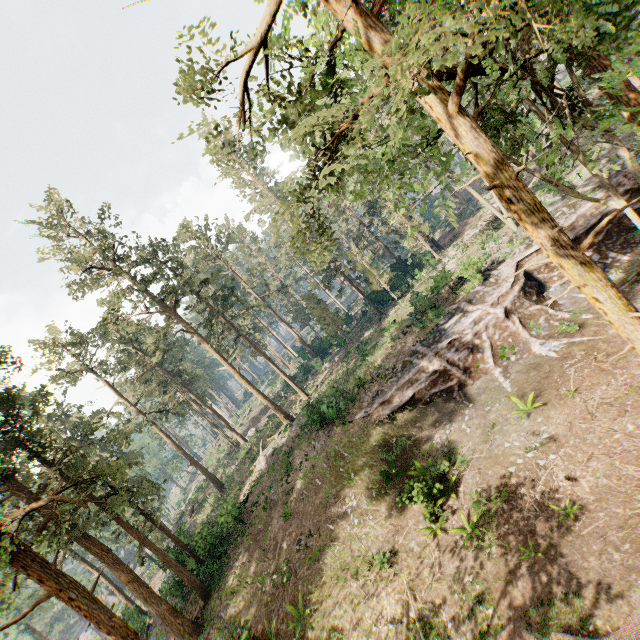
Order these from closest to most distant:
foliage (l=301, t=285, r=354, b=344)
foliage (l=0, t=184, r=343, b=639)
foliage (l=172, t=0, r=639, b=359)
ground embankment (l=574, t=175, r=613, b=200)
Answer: foliage (l=172, t=0, r=639, b=359) → foliage (l=0, t=184, r=343, b=639) → ground embankment (l=574, t=175, r=613, b=200) → foliage (l=301, t=285, r=354, b=344)

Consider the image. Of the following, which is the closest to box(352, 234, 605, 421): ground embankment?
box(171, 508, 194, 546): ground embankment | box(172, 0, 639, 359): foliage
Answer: box(172, 0, 639, 359): foliage

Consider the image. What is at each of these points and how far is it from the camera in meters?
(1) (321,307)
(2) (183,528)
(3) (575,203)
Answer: (1) foliage, 40.3 m
(2) ground embankment, 33.1 m
(3) ground embankment, 23.4 m

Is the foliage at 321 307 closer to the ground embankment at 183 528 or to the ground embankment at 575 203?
the ground embankment at 183 528

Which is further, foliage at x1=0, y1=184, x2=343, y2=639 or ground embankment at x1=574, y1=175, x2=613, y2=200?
ground embankment at x1=574, y1=175, x2=613, y2=200

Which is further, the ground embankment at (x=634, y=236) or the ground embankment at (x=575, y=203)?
the ground embankment at (x=575, y=203)

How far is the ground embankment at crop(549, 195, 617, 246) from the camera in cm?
2102
